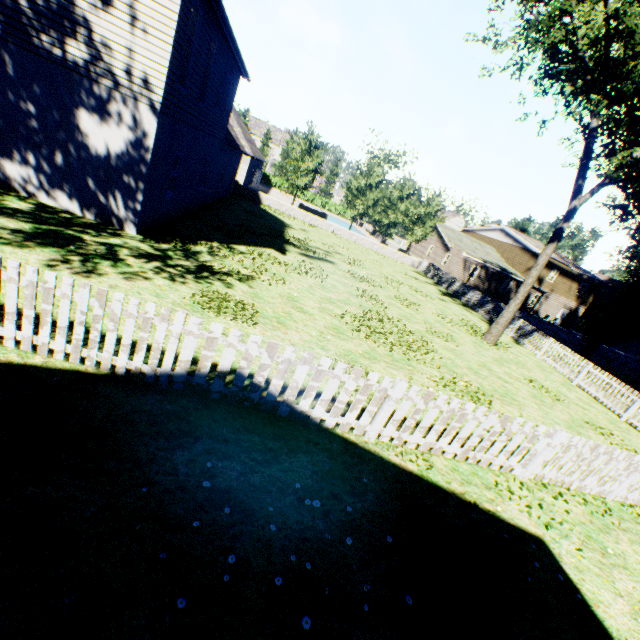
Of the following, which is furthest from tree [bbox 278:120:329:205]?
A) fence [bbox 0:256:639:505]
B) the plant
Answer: the plant

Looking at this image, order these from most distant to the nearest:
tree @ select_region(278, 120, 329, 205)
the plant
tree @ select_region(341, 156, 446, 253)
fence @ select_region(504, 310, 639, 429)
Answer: tree @ select_region(341, 156, 446, 253) < tree @ select_region(278, 120, 329, 205) < fence @ select_region(504, 310, 639, 429) < the plant

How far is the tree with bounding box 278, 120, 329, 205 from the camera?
29.69m

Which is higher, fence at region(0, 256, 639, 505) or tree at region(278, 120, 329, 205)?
tree at region(278, 120, 329, 205)

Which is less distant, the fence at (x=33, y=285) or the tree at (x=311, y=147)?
the fence at (x=33, y=285)

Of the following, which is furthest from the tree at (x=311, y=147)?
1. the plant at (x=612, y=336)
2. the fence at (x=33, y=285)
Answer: the plant at (x=612, y=336)

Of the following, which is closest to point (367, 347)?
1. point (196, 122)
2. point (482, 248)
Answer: point (196, 122)
